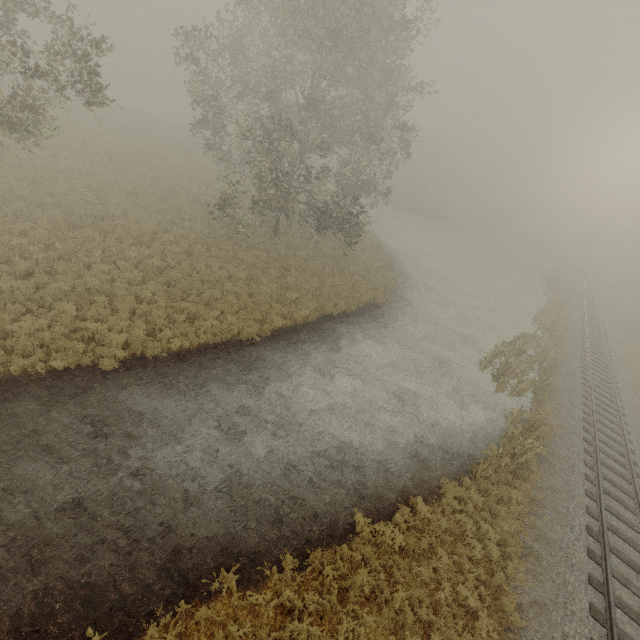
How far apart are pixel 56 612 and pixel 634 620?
14.44m

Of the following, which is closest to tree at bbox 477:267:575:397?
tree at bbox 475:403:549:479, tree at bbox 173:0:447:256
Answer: tree at bbox 475:403:549:479

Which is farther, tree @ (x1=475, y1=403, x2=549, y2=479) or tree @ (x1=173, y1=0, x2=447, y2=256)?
tree @ (x1=173, y1=0, x2=447, y2=256)

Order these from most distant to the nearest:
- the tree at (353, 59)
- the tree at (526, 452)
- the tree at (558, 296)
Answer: the tree at (558, 296) < the tree at (353, 59) < the tree at (526, 452)

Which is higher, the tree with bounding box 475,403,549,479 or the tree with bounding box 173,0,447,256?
the tree with bounding box 173,0,447,256

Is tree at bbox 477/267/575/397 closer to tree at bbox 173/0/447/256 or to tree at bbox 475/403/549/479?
tree at bbox 475/403/549/479

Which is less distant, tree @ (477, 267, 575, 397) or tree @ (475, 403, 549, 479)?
tree @ (475, 403, 549, 479)

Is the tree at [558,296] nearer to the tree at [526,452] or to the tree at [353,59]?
the tree at [526,452]
